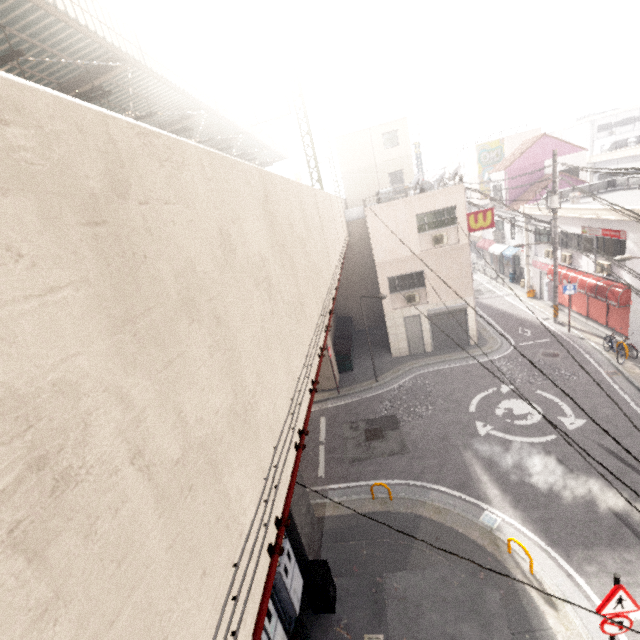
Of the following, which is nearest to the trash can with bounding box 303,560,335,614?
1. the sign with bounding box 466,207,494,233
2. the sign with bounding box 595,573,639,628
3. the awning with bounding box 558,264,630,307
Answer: the sign with bounding box 595,573,639,628

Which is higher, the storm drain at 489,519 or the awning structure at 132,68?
the awning structure at 132,68

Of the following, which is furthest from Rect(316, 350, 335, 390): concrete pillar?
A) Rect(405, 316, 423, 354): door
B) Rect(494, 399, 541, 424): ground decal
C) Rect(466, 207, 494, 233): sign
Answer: Rect(466, 207, 494, 233): sign

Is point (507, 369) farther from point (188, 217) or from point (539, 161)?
point (539, 161)

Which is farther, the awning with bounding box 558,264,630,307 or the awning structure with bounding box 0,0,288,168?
the awning with bounding box 558,264,630,307

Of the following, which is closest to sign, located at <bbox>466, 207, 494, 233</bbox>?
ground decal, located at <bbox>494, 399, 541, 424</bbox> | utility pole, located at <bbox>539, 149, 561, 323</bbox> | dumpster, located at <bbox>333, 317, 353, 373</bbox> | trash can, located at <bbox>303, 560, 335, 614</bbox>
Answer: utility pole, located at <bbox>539, 149, 561, 323</bbox>

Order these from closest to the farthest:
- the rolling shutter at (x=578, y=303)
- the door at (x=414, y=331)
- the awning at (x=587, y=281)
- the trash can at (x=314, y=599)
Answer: the trash can at (x=314, y=599), the awning at (x=587, y=281), the rolling shutter at (x=578, y=303), the door at (x=414, y=331)

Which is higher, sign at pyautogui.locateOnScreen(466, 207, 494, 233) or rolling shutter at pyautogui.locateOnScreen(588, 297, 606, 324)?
sign at pyautogui.locateOnScreen(466, 207, 494, 233)
